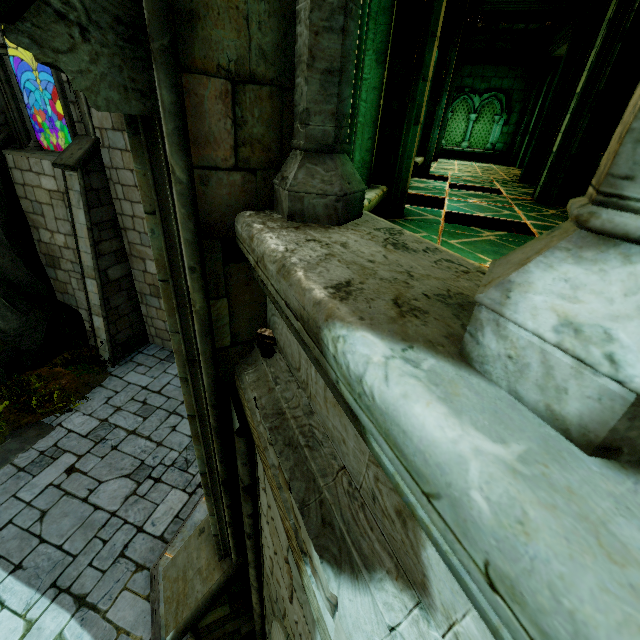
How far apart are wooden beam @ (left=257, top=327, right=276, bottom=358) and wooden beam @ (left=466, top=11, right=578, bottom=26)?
12.33m

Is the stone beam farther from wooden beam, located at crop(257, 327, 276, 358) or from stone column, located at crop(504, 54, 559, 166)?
A: wooden beam, located at crop(257, 327, 276, 358)

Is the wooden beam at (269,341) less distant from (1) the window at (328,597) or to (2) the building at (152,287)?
(1) the window at (328,597)

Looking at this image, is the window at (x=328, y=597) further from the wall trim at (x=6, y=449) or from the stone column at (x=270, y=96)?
the wall trim at (x=6, y=449)

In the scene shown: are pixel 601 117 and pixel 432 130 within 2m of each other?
no

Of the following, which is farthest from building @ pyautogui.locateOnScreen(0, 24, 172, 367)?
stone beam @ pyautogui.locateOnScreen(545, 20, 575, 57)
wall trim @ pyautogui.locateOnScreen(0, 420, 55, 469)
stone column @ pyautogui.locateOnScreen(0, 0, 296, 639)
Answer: stone beam @ pyautogui.locateOnScreen(545, 20, 575, 57)

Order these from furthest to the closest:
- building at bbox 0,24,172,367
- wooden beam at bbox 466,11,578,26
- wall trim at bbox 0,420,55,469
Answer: wooden beam at bbox 466,11,578,26
building at bbox 0,24,172,367
wall trim at bbox 0,420,55,469

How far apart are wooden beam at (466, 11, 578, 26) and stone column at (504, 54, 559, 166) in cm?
227
